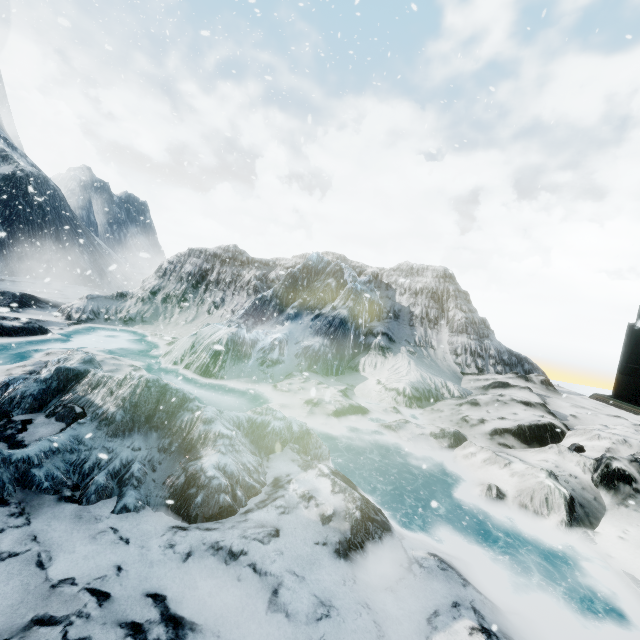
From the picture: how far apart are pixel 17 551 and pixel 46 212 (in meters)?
39.13
